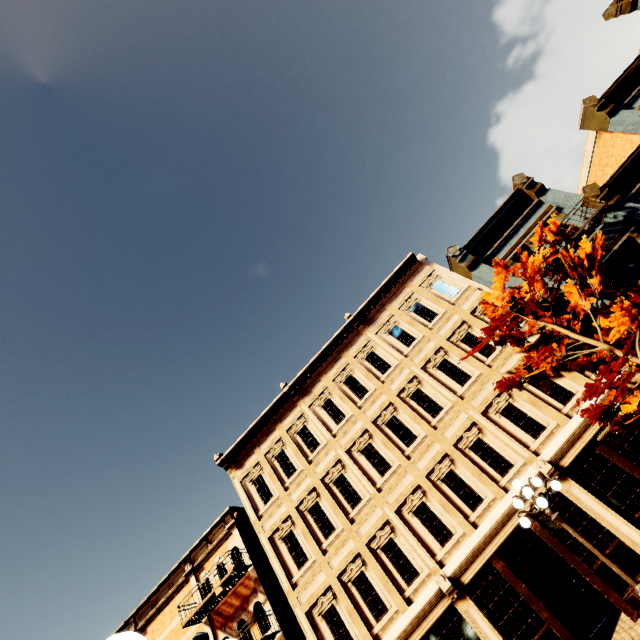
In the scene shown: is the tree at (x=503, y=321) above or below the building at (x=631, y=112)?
below

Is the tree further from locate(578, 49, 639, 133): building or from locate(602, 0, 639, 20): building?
locate(602, 0, 639, 20): building

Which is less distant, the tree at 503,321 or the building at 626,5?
the tree at 503,321

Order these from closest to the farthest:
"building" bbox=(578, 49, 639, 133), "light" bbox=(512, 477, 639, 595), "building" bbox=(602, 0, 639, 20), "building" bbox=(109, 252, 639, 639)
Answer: "light" bbox=(512, 477, 639, 595) → "building" bbox=(109, 252, 639, 639) → "building" bbox=(578, 49, 639, 133) → "building" bbox=(602, 0, 639, 20)

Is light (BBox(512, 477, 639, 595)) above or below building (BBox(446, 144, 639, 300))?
below

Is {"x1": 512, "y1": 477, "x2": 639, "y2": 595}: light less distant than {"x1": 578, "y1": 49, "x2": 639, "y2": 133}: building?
Yes

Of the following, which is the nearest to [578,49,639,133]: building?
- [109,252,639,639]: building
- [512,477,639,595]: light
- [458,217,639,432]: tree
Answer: [109,252,639,639]: building

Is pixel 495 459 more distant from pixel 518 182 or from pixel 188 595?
pixel 188 595
